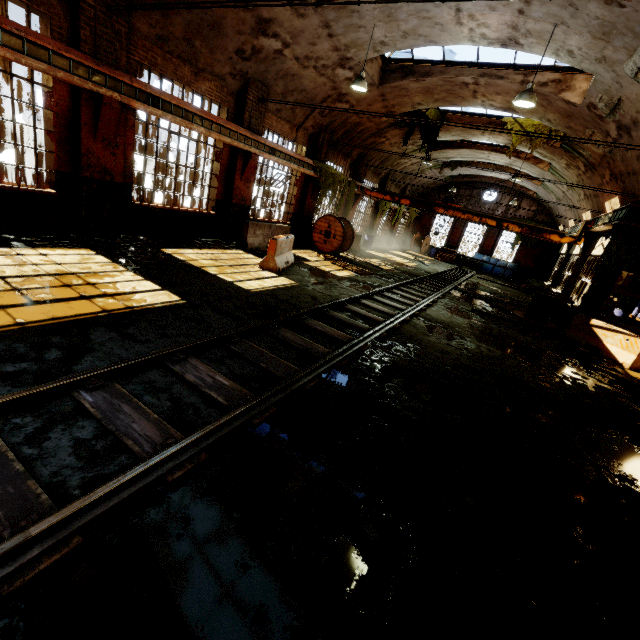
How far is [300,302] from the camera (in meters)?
7.87

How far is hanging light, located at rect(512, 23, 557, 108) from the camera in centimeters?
769cm

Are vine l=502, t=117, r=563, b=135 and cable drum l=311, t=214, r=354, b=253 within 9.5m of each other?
yes

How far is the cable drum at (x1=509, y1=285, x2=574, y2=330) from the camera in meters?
12.6

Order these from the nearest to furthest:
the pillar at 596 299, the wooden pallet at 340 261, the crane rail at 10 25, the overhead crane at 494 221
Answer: the crane rail at 10 25
the pillar at 596 299
the wooden pallet at 340 261
the overhead crane at 494 221

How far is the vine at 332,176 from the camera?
15.44m

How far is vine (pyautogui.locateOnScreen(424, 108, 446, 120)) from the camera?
16.36m
